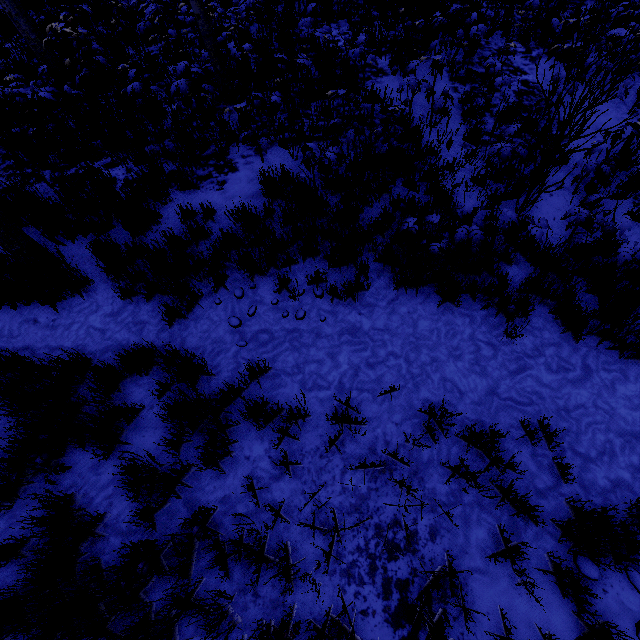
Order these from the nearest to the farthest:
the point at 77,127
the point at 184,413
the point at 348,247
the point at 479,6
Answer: the point at 184,413
the point at 348,247
the point at 77,127
the point at 479,6

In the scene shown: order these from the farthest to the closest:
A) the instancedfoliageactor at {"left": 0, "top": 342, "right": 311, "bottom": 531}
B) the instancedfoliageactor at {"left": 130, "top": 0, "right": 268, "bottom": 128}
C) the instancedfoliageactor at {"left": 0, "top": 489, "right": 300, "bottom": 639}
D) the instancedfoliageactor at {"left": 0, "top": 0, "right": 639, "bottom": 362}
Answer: the instancedfoliageactor at {"left": 130, "top": 0, "right": 268, "bottom": 128}, the instancedfoliageactor at {"left": 0, "top": 0, "right": 639, "bottom": 362}, the instancedfoliageactor at {"left": 0, "top": 342, "right": 311, "bottom": 531}, the instancedfoliageactor at {"left": 0, "top": 489, "right": 300, "bottom": 639}

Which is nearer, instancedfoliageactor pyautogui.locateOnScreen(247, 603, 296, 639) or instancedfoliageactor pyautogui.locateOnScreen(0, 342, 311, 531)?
instancedfoliageactor pyautogui.locateOnScreen(247, 603, 296, 639)

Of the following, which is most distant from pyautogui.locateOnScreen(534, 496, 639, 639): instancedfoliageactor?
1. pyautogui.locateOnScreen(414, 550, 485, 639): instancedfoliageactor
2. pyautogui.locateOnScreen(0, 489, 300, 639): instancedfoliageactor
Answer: pyautogui.locateOnScreen(414, 550, 485, 639): instancedfoliageactor

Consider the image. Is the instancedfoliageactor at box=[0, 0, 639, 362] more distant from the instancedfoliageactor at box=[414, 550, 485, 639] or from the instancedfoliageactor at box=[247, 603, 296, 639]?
the instancedfoliageactor at box=[414, 550, 485, 639]

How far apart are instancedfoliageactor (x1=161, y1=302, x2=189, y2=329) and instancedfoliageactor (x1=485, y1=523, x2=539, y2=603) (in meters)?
3.67

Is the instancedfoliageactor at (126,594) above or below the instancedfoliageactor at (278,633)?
above

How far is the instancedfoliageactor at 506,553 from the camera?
2.6 meters
